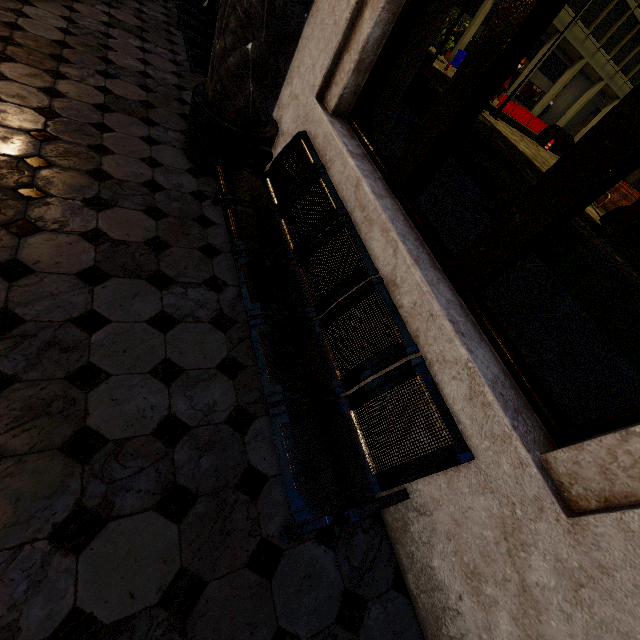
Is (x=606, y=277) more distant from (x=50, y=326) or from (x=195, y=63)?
(x=50, y=326)

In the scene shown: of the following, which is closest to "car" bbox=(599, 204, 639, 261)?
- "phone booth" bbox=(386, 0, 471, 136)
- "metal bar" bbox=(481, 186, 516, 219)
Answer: "metal bar" bbox=(481, 186, 516, 219)

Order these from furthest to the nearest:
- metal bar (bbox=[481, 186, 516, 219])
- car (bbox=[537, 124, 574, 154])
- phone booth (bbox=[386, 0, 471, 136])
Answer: car (bbox=[537, 124, 574, 154])
metal bar (bbox=[481, 186, 516, 219])
phone booth (bbox=[386, 0, 471, 136])

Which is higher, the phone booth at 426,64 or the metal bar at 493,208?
the phone booth at 426,64

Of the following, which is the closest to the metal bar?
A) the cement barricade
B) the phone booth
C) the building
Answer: the phone booth

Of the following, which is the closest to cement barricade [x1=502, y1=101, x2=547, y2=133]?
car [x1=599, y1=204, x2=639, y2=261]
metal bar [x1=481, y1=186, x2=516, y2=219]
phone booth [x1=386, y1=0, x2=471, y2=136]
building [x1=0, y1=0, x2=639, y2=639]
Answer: building [x1=0, y1=0, x2=639, y2=639]

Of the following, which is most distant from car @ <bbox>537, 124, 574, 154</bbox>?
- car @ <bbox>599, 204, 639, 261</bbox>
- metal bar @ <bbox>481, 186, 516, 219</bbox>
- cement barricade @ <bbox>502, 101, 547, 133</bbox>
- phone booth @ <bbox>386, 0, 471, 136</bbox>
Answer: phone booth @ <bbox>386, 0, 471, 136</bbox>

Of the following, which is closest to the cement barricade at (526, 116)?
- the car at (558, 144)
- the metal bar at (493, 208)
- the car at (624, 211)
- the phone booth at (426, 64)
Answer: the car at (558, 144)
